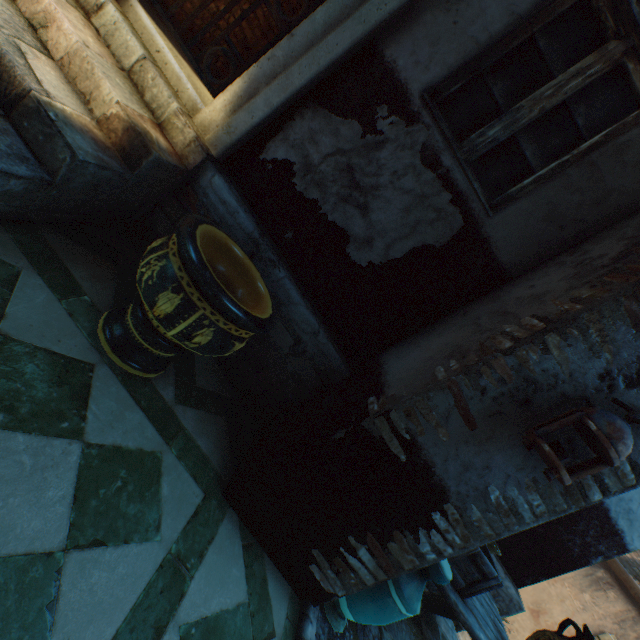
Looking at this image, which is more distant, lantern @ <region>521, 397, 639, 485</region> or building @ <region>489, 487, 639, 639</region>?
building @ <region>489, 487, 639, 639</region>

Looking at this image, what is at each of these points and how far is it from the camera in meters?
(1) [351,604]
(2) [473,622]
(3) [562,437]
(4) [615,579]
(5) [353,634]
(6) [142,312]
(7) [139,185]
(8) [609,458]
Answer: (1) ceramic pot, 2.2
(2) table, 2.7
(3) building, 1.7
(4) building, 8.4
(5) ground stones, 2.4
(6) ceramic pot, 1.8
(7) stairs, 2.2
(8) lantern, 1.4

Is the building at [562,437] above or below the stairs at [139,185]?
above

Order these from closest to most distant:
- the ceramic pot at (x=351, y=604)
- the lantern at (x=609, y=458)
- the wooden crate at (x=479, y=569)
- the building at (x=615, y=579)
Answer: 1. the lantern at (x=609, y=458)
2. the ceramic pot at (x=351, y=604)
3. the wooden crate at (x=479, y=569)
4. the building at (x=615, y=579)

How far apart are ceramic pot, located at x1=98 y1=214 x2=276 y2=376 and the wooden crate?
2.40m

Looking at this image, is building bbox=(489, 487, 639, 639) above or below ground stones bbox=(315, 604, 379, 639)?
above

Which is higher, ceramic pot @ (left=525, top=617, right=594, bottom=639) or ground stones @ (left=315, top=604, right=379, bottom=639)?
ceramic pot @ (left=525, top=617, right=594, bottom=639)

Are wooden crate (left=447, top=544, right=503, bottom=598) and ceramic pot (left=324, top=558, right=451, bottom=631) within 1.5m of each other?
yes
